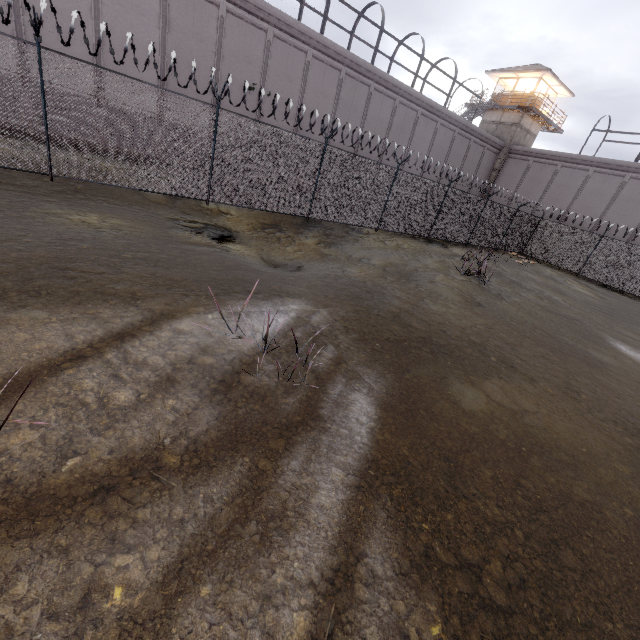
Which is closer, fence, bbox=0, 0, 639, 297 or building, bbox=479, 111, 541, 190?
fence, bbox=0, 0, 639, 297

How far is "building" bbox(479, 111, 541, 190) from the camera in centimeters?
3017cm

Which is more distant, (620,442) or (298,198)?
(298,198)

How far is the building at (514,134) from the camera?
30.2 meters

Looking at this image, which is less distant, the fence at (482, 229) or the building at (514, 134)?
the fence at (482, 229)

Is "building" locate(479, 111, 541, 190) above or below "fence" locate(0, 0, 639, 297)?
above
